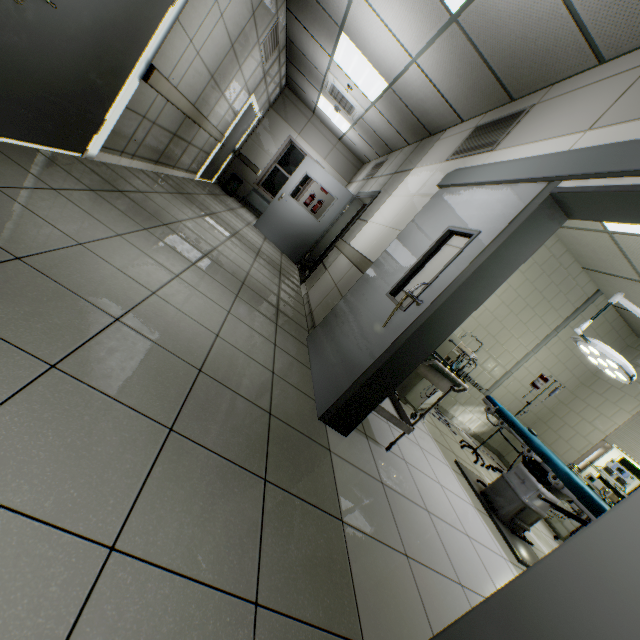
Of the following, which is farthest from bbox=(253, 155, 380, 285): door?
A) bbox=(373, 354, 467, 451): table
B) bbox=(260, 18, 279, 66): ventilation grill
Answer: bbox=(373, 354, 467, 451): table

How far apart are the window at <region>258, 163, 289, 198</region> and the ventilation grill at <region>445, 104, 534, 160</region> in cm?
685

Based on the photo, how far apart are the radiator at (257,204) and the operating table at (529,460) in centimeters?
792cm

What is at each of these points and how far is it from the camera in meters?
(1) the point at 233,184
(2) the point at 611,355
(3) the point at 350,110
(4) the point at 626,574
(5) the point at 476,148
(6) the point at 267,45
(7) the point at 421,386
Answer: (1) garbage can, 9.2
(2) lamp, 3.3
(3) air conditioning vent, 6.7
(4) doorway, 0.8
(5) ventilation grill, 3.3
(6) ventilation grill, 5.6
(7) artificialrespiration, 4.1

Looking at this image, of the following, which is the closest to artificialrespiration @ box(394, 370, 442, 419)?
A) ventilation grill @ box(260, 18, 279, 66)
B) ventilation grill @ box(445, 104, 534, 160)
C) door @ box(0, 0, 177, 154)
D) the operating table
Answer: the operating table

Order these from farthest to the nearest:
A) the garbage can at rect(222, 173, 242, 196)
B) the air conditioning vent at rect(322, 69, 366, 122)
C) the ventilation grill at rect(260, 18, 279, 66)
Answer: the garbage can at rect(222, 173, 242, 196)
the air conditioning vent at rect(322, 69, 366, 122)
the ventilation grill at rect(260, 18, 279, 66)

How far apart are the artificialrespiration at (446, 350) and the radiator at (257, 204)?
7.15m

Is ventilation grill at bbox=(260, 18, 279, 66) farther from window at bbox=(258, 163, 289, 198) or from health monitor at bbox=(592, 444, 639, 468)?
health monitor at bbox=(592, 444, 639, 468)
